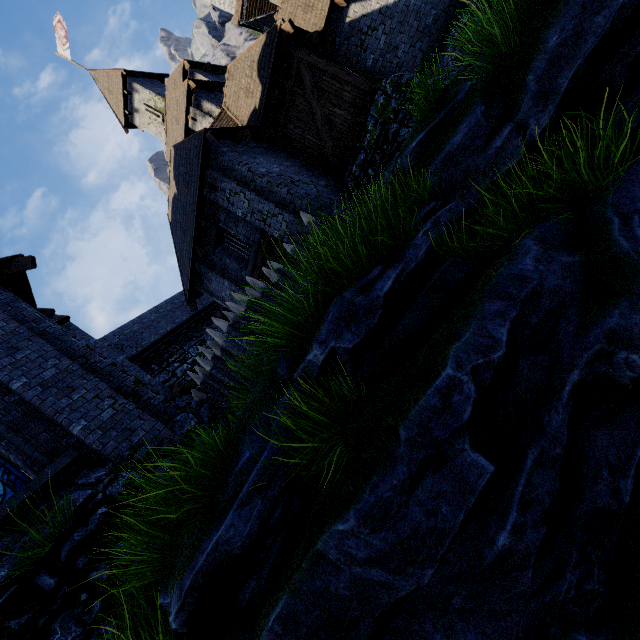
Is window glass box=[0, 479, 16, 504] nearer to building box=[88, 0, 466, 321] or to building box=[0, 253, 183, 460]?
building box=[0, 253, 183, 460]

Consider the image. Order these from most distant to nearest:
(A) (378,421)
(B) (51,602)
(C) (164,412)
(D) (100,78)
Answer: (D) (100,78) → (C) (164,412) → (B) (51,602) → (A) (378,421)

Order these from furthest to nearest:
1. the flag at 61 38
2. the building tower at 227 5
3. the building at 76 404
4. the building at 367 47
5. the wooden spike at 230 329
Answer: the building tower at 227 5, the flag at 61 38, the building at 367 47, the wooden spike at 230 329, the building at 76 404

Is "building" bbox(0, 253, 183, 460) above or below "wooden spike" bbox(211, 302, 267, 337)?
above

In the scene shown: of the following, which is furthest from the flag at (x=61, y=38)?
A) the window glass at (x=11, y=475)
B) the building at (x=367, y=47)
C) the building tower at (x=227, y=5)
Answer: the window glass at (x=11, y=475)

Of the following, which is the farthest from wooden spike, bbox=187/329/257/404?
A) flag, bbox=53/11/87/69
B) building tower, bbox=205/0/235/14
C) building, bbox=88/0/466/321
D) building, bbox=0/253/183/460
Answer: building tower, bbox=205/0/235/14

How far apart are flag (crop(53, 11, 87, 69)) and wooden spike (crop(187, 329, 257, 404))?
33.2 meters
